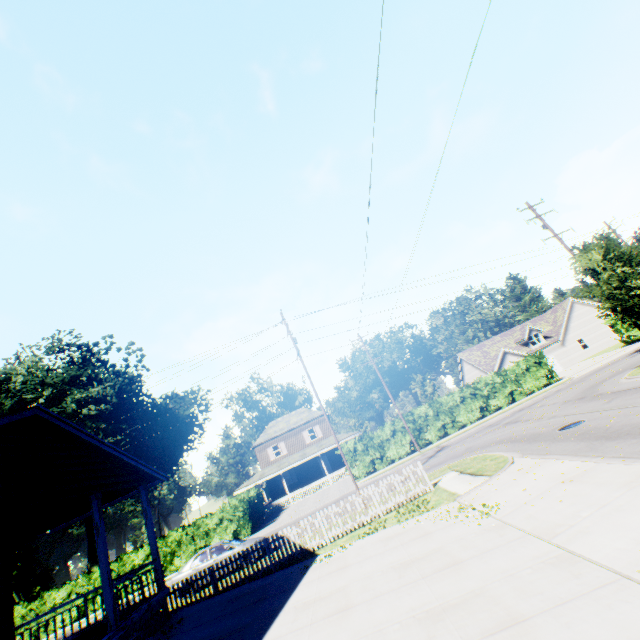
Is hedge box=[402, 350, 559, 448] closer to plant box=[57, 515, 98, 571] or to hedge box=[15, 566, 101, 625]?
hedge box=[15, 566, 101, 625]

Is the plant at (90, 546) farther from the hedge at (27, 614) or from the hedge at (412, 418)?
the hedge at (412, 418)

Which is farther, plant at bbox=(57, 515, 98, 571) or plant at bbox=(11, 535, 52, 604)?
plant at bbox=(57, 515, 98, 571)

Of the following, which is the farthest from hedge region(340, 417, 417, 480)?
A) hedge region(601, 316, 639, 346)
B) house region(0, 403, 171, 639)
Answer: house region(0, 403, 171, 639)

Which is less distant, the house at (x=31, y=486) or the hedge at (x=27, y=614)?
the house at (x=31, y=486)

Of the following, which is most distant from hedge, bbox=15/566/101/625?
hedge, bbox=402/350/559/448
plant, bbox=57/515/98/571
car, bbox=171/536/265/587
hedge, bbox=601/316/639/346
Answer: hedge, bbox=601/316/639/346

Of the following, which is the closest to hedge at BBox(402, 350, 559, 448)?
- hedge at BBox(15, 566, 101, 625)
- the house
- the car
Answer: hedge at BBox(15, 566, 101, 625)

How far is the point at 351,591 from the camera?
→ 7.4m
